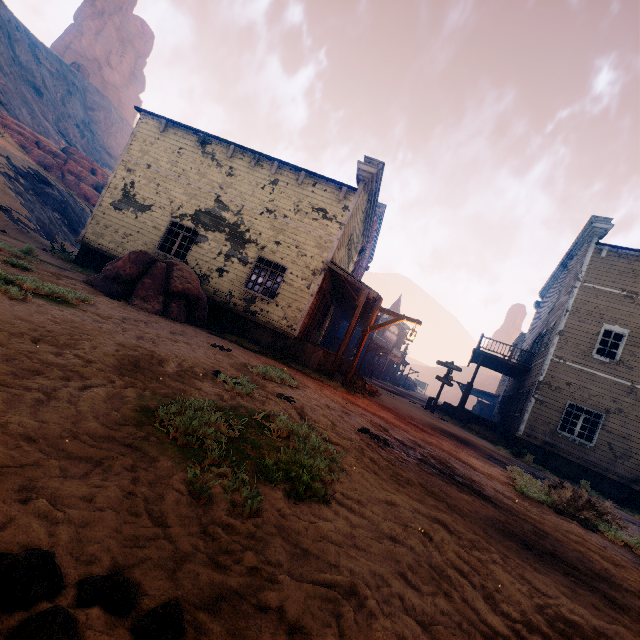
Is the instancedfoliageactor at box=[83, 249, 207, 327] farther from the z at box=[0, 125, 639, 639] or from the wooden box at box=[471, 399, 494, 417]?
the wooden box at box=[471, 399, 494, 417]

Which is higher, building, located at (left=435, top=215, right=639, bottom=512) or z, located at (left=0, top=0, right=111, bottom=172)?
z, located at (left=0, top=0, right=111, bottom=172)

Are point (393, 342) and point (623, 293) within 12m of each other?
no

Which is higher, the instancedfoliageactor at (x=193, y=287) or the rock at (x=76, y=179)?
the rock at (x=76, y=179)

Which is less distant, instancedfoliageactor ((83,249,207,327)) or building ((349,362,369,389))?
instancedfoliageactor ((83,249,207,327))

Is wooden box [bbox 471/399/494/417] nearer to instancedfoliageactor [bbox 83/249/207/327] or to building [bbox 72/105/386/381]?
building [bbox 72/105/386/381]

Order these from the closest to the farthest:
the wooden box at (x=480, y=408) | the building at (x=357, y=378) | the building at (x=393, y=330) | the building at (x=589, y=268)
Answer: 1. the building at (x=357, y=378)
2. the building at (x=589, y=268)
3. the wooden box at (x=480, y=408)
4. the building at (x=393, y=330)

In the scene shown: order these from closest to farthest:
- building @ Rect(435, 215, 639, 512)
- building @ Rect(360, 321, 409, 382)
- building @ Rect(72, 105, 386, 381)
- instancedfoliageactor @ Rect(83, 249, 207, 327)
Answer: instancedfoliageactor @ Rect(83, 249, 207, 327), building @ Rect(72, 105, 386, 381), building @ Rect(435, 215, 639, 512), building @ Rect(360, 321, 409, 382)
